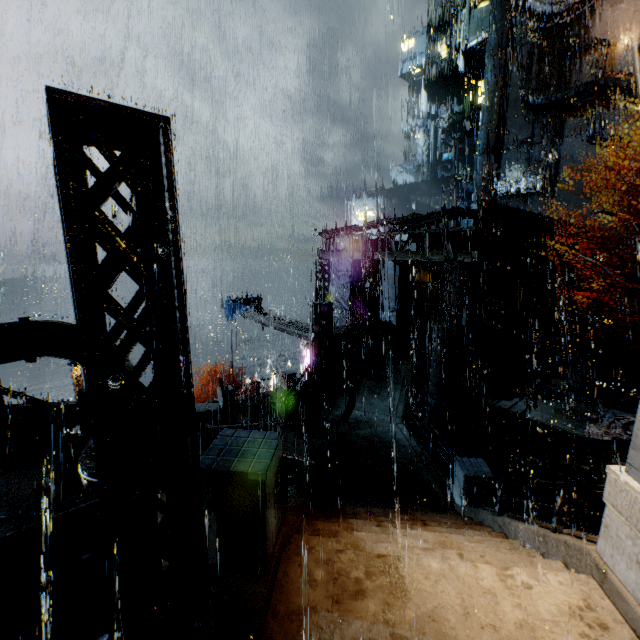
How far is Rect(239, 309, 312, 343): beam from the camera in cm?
2053

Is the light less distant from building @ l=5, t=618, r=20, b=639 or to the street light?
building @ l=5, t=618, r=20, b=639

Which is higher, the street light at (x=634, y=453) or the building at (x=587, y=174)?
the building at (x=587, y=174)

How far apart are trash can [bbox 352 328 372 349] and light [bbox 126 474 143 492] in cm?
1724

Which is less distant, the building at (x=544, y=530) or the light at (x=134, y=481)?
the light at (x=134, y=481)

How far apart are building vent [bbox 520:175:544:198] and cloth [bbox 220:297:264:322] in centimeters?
2894cm

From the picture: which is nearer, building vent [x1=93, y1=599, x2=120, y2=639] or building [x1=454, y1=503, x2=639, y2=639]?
building [x1=454, y1=503, x2=639, y2=639]

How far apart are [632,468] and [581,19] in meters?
42.8
